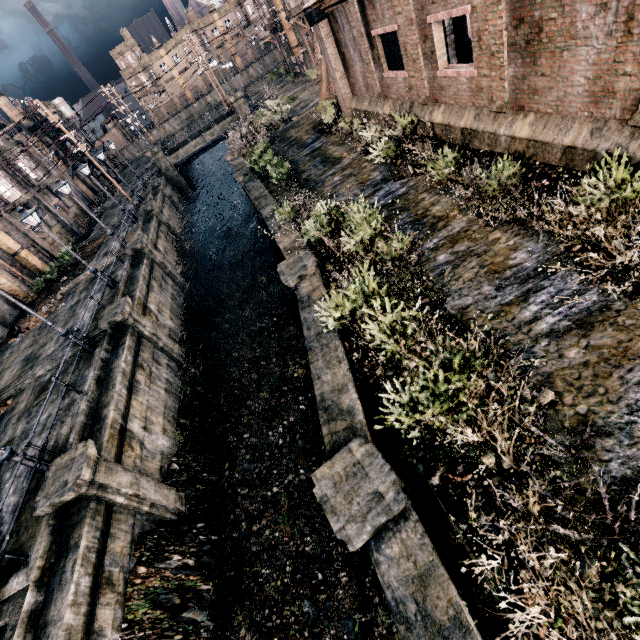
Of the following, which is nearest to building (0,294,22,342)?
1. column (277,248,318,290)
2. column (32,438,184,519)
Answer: column (32,438,184,519)

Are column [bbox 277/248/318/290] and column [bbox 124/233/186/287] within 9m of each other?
no

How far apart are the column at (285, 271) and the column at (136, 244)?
14.84m

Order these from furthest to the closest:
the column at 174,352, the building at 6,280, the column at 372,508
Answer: the building at 6,280
the column at 174,352
the column at 372,508

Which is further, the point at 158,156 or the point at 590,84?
the point at 158,156

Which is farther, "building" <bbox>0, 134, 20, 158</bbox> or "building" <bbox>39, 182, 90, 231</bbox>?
"building" <bbox>39, 182, 90, 231</bbox>

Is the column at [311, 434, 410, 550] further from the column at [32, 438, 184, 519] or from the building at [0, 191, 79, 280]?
the building at [0, 191, 79, 280]

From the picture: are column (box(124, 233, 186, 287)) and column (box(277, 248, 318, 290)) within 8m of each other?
no
